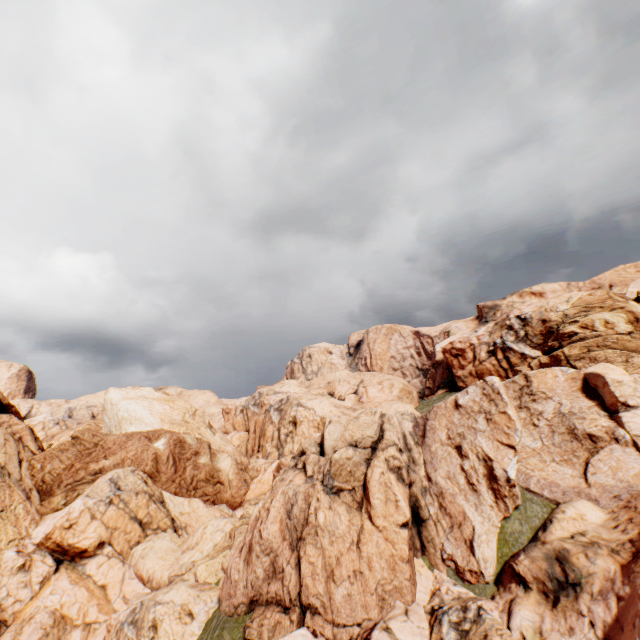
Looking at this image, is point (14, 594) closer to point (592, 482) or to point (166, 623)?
point (166, 623)
